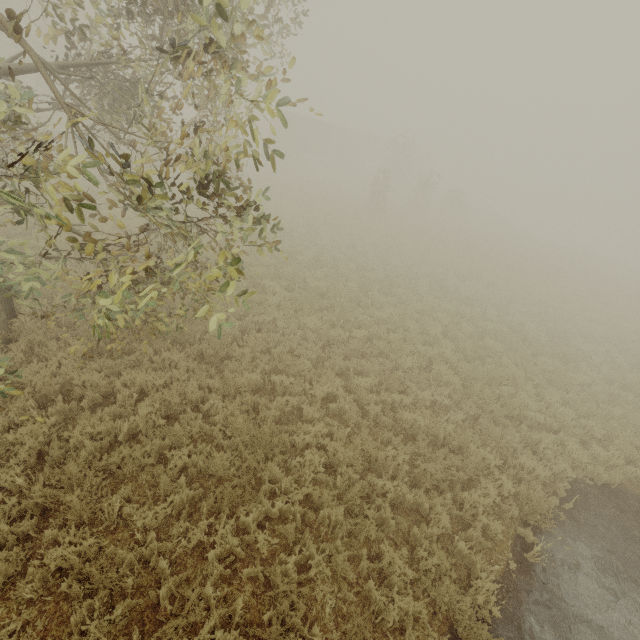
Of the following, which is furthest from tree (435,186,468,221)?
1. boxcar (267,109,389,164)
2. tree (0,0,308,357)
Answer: tree (0,0,308,357)

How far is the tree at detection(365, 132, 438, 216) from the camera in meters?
25.3 m

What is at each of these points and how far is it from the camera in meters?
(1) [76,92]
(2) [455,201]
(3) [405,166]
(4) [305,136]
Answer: (1) tree, 19.3 m
(2) tree, 33.2 m
(3) tree, 38.9 m
(4) boxcar, 38.5 m

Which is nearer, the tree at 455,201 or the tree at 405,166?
the tree at 405,166

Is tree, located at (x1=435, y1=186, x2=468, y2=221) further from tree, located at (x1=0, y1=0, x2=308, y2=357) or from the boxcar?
tree, located at (x1=0, y1=0, x2=308, y2=357)

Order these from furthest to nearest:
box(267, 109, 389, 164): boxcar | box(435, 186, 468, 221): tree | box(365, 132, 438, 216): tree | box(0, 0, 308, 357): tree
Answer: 1. box(267, 109, 389, 164): boxcar
2. box(435, 186, 468, 221): tree
3. box(365, 132, 438, 216): tree
4. box(0, 0, 308, 357): tree

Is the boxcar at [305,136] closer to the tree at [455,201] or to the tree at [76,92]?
the tree at [455,201]
